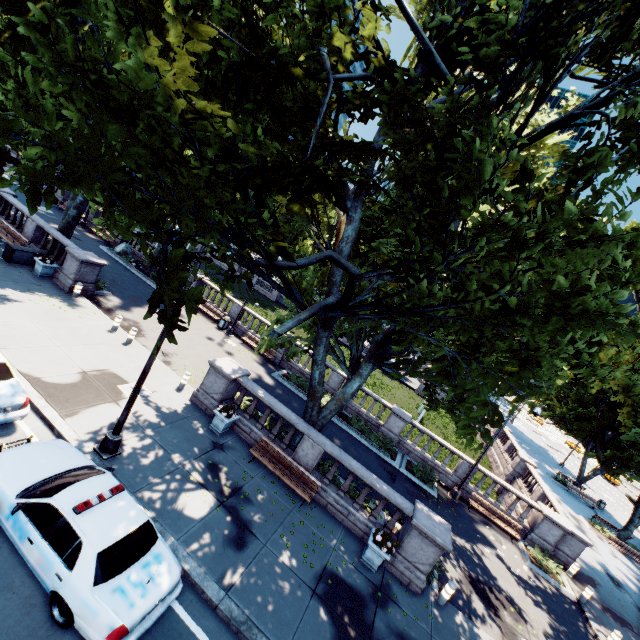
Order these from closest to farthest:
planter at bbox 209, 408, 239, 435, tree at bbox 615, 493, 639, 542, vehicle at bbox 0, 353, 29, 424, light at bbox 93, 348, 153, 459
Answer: vehicle at bbox 0, 353, 29, 424
light at bbox 93, 348, 153, 459
planter at bbox 209, 408, 239, 435
tree at bbox 615, 493, 639, 542

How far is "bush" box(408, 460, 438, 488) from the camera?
18.7 meters

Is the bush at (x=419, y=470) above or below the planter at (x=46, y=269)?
below

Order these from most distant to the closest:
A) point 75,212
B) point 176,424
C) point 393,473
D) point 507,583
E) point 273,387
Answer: point 273,387
point 75,212
point 393,473
point 507,583
point 176,424

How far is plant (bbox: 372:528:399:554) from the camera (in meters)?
10.52

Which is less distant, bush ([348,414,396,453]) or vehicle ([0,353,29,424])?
vehicle ([0,353,29,424])

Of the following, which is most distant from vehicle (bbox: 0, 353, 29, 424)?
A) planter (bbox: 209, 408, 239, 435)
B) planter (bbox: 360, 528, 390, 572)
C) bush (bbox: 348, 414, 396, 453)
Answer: bush (bbox: 348, 414, 396, 453)

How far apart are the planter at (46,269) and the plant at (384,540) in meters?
20.4 m
